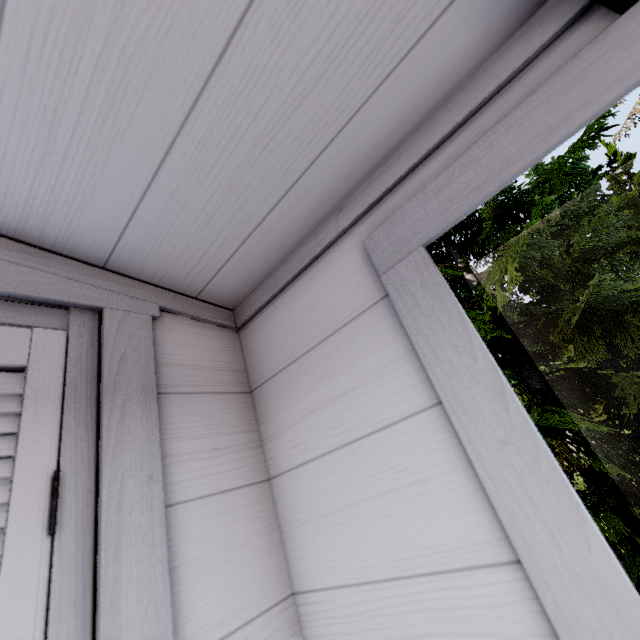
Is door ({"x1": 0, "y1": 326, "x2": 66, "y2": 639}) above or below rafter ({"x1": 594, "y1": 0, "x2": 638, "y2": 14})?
below

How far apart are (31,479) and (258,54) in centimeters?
73cm

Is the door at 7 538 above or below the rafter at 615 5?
below
